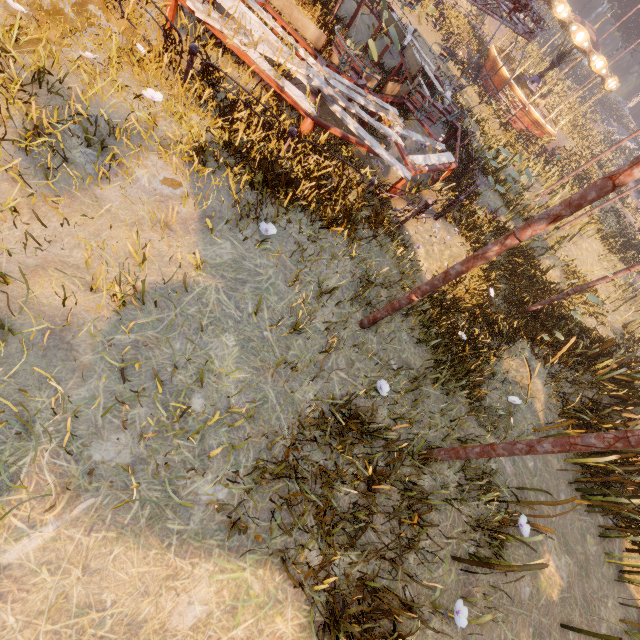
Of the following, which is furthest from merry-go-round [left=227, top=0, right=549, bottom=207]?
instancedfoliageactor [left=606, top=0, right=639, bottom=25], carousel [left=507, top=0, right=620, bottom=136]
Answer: instancedfoliageactor [left=606, top=0, right=639, bottom=25]

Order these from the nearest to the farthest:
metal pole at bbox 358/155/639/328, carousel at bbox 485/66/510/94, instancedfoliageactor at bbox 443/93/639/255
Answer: metal pole at bbox 358/155/639/328 < instancedfoliageactor at bbox 443/93/639/255 < carousel at bbox 485/66/510/94

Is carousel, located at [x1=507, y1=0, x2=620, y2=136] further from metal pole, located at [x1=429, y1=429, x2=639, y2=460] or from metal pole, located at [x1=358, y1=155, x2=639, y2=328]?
metal pole, located at [x1=429, y1=429, x2=639, y2=460]

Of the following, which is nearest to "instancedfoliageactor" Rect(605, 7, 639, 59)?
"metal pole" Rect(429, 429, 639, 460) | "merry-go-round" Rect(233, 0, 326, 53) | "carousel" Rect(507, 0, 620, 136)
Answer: "carousel" Rect(507, 0, 620, 136)

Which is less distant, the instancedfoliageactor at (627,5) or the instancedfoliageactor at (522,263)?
the instancedfoliageactor at (522,263)

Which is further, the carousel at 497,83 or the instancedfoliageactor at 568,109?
the instancedfoliageactor at 568,109

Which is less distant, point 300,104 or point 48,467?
point 48,467

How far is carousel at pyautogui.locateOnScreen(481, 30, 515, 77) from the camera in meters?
21.4
